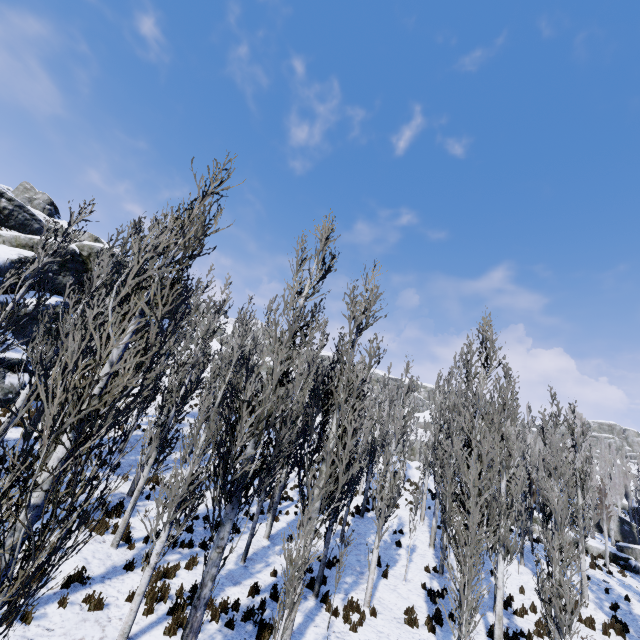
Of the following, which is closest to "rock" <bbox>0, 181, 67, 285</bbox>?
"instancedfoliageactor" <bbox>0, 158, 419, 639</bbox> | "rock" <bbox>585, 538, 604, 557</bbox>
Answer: "instancedfoliageactor" <bbox>0, 158, 419, 639</bbox>

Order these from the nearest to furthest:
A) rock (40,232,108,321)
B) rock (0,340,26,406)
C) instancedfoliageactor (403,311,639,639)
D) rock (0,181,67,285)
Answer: instancedfoliageactor (403,311,639,639), rock (0,340,26,406), rock (0,181,67,285), rock (40,232,108,321)

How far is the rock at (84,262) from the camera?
25.0m

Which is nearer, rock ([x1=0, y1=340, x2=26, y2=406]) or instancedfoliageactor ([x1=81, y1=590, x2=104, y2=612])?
instancedfoliageactor ([x1=81, y1=590, x2=104, y2=612])

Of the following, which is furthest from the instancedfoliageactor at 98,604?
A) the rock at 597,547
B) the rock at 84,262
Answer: the rock at 84,262

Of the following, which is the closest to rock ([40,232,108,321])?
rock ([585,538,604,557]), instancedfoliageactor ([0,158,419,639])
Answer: instancedfoliageactor ([0,158,419,639])

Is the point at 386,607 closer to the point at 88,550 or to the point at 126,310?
the point at 88,550
